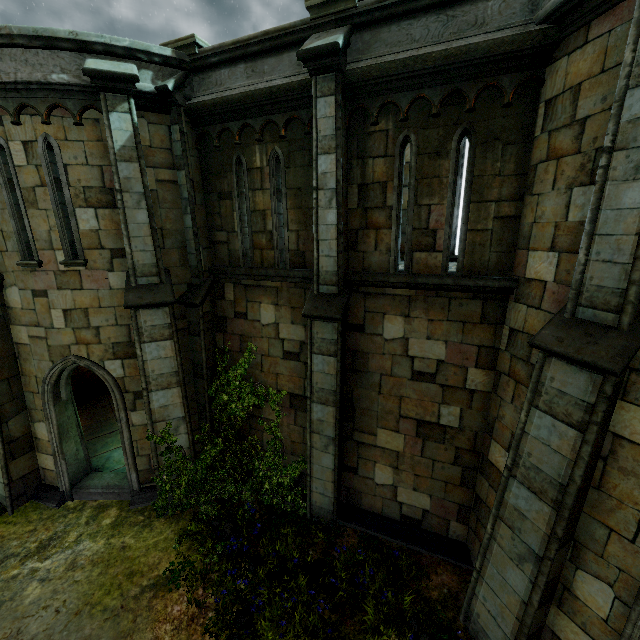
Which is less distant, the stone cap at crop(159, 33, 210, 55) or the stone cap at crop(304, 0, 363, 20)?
the stone cap at crop(304, 0, 363, 20)

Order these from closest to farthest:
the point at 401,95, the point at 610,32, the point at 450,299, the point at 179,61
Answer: the point at 610,32 < the point at 401,95 < the point at 450,299 < the point at 179,61

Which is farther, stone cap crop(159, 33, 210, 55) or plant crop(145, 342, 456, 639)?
stone cap crop(159, 33, 210, 55)

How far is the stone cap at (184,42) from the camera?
6.5 meters

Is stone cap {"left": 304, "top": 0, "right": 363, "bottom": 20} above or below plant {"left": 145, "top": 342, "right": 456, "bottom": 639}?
above

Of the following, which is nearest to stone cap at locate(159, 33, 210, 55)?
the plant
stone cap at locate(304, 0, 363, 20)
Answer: stone cap at locate(304, 0, 363, 20)

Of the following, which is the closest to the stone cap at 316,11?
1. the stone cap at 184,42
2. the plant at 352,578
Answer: the stone cap at 184,42
